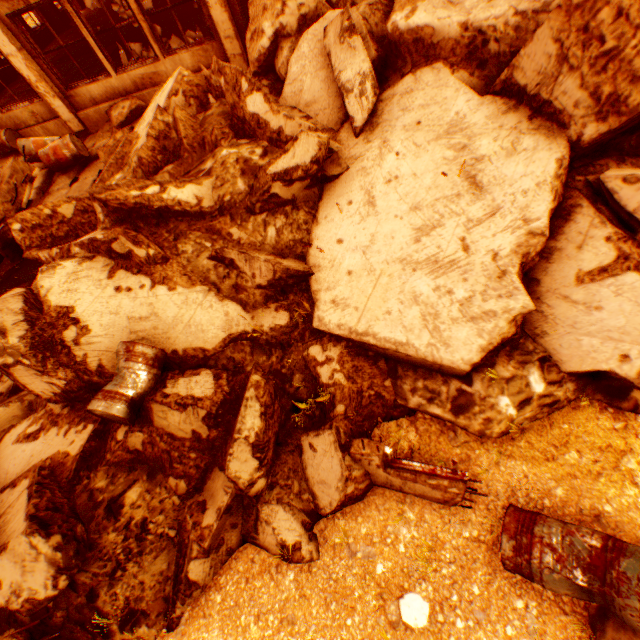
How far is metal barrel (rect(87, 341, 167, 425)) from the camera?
3.4m

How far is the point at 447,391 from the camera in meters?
3.4

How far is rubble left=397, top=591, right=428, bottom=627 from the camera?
2.9m

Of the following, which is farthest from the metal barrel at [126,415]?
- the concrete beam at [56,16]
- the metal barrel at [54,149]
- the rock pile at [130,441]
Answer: the concrete beam at [56,16]

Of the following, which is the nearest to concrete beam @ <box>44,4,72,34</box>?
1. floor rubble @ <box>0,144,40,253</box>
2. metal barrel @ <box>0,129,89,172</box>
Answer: metal barrel @ <box>0,129,89,172</box>

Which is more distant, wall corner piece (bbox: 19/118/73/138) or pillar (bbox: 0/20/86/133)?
wall corner piece (bbox: 19/118/73/138)

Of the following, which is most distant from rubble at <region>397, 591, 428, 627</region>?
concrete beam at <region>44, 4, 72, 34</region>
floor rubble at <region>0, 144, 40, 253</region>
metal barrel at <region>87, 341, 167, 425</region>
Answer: concrete beam at <region>44, 4, 72, 34</region>

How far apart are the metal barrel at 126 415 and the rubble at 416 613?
3.2m
